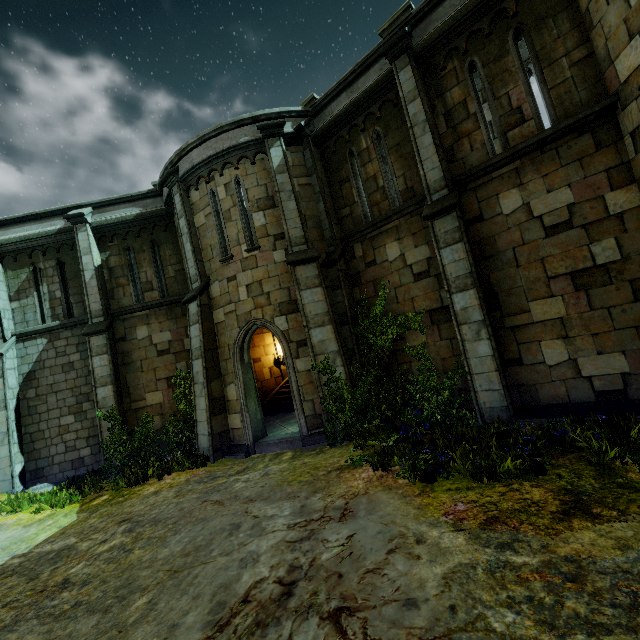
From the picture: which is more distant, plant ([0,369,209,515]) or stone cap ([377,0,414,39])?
plant ([0,369,209,515])

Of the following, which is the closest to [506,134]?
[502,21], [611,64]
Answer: [611,64]

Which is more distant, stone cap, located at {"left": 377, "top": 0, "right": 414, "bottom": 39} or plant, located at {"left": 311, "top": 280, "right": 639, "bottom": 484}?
stone cap, located at {"left": 377, "top": 0, "right": 414, "bottom": 39}

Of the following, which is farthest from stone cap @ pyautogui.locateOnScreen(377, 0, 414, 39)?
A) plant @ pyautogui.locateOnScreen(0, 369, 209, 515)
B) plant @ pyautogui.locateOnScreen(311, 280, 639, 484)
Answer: plant @ pyautogui.locateOnScreen(0, 369, 209, 515)

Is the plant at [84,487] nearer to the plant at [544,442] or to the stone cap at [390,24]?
the plant at [544,442]

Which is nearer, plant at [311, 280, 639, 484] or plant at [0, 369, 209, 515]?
plant at [311, 280, 639, 484]

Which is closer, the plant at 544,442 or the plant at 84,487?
the plant at 544,442
